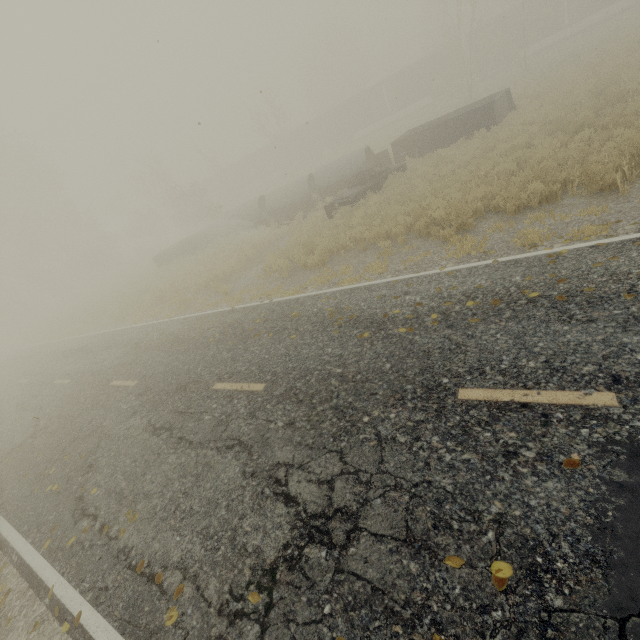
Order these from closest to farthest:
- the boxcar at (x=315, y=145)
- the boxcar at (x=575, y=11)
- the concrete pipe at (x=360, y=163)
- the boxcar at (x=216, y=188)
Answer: the concrete pipe at (x=360, y=163) → the boxcar at (x=575, y=11) → the boxcar at (x=315, y=145) → the boxcar at (x=216, y=188)

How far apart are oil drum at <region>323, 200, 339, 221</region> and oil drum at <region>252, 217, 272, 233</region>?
5.5 meters

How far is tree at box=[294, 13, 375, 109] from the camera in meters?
54.2 m

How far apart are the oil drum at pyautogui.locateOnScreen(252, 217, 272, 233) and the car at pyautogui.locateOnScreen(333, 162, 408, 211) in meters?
5.3

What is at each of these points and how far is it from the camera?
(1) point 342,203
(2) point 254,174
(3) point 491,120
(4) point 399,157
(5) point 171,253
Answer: (1) car, 15.83m
(2) boxcar, 50.75m
(3) truck bed, 16.31m
(4) dresser, 19.58m
(5) truck bed, 25.72m

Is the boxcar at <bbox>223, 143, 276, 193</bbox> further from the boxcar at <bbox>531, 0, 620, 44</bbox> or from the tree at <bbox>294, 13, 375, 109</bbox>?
the tree at <bbox>294, 13, 375, 109</bbox>

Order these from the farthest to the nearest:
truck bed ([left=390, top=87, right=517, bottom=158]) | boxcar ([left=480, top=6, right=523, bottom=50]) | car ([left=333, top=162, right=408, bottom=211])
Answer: boxcar ([left=480, top=6, right=523, bottom=50]) < truck bed ([left=390, top=87, right=517, bottom=158]) < car ([left=333, top=162, right=408, bottom=211])

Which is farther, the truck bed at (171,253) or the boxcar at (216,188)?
the boxcar at (216,188)
